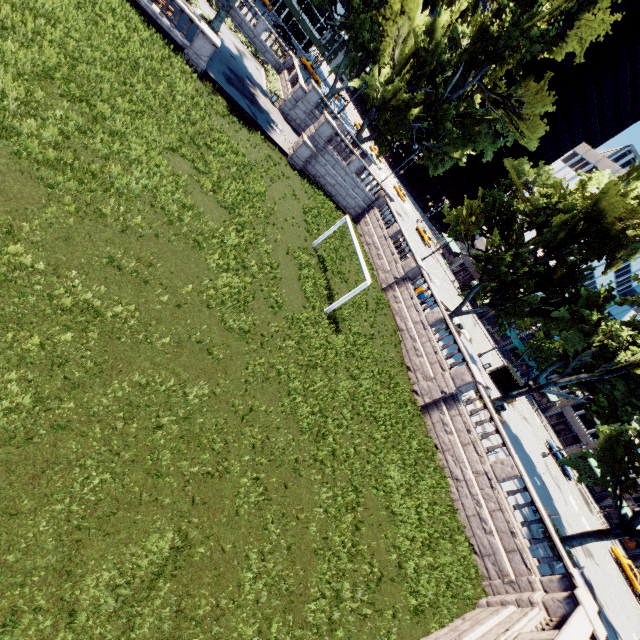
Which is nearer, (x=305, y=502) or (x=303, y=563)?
(x=303, y=563)

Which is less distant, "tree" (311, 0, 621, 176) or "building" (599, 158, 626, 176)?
"tree" (311, 0, 621, 176)

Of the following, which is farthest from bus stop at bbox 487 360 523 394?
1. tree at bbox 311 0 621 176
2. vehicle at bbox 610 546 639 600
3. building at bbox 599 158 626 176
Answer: vehicle at bbox 610 546 639 600

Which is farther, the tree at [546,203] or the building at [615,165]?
the building at [615,165]

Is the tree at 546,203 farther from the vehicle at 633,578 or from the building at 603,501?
the vehicle at 633,578

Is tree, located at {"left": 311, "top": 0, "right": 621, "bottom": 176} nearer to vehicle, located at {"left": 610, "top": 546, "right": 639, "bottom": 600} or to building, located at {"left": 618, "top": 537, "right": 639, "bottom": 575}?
building, located at {"left": 618, "top": 537, "right": 639, "bottom": 575}

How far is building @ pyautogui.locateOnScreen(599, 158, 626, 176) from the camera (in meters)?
57.34
